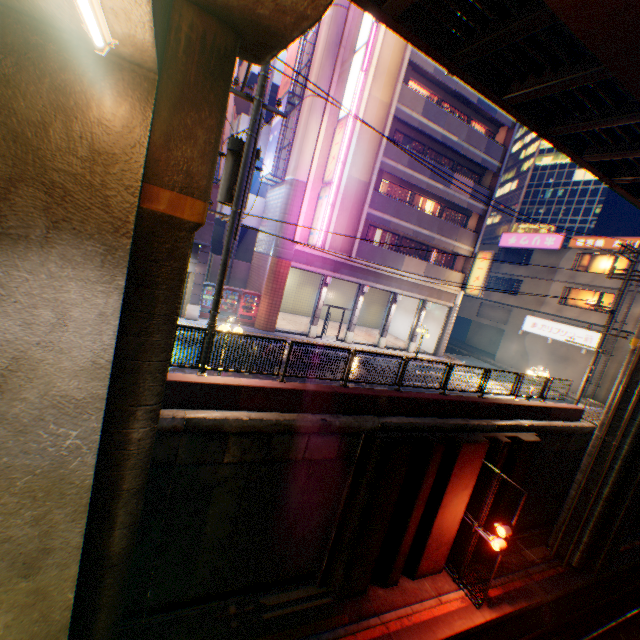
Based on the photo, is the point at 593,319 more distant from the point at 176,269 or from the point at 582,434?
the point at 176,269

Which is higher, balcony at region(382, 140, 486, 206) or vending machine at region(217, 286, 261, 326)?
balcony at region(382, 140, 486, 206)

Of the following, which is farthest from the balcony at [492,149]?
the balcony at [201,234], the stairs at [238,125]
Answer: the balcony at [201,234]

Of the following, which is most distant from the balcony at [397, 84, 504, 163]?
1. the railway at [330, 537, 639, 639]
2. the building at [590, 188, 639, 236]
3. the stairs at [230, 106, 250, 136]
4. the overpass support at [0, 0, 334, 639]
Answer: the building at [590, 188, 639, 236]

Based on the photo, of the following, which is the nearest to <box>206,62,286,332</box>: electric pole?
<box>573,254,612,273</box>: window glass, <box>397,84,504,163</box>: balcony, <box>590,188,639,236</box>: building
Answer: <box>397,84,504,163</box>: balcony

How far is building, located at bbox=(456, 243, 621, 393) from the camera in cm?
2606

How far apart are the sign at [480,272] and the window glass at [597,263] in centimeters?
1047cm

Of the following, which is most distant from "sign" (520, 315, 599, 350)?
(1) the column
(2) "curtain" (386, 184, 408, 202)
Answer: (1) the column
